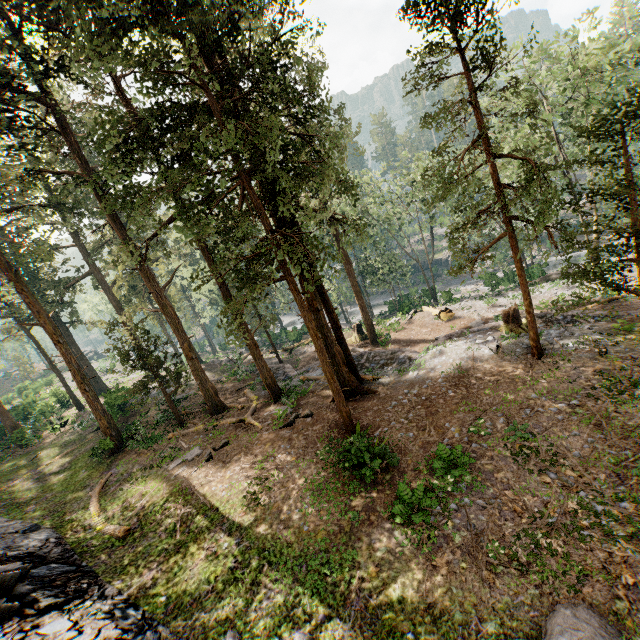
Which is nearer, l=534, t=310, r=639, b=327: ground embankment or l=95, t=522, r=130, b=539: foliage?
l=95, t=522, r=130, b=539: foliage

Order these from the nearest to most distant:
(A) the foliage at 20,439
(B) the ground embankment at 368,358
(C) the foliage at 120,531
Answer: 1. (C) the foliage at 120,531
2. (B) the ground embankment at 368,358
3. (A) the foliage at 20,439

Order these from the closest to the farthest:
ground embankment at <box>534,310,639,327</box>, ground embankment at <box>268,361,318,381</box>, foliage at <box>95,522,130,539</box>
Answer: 1. foliage at <box>95,522,130,539</box>
2. ground embankment at <box>534,310,639,327</box>
3. ground embankment at <box>268,361,318,381</box>

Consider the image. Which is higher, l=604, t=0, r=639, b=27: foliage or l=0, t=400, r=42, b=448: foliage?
l=604, t=0, r=639, b=27: foliage

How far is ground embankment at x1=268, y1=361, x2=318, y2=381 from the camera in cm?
2542

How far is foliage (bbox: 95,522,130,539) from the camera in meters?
13.9 m

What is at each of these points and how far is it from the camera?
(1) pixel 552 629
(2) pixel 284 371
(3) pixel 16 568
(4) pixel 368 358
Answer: (1) rock, 6.16m
(2) ground embankment, 27.28m
(3) rock, 11.26m
(4) ground embankment, 23.94m

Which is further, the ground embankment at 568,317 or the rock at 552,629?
the ground embankment at 568,317
